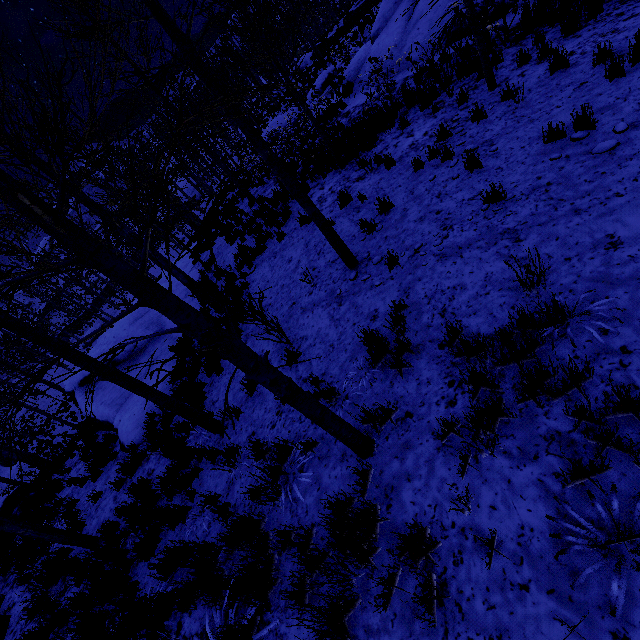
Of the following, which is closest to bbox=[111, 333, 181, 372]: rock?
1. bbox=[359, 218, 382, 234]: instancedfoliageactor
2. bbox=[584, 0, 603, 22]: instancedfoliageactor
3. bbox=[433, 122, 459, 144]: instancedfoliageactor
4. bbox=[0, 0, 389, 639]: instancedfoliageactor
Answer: bbox=[0, 0, 389, 639]: instancedfoliageactor

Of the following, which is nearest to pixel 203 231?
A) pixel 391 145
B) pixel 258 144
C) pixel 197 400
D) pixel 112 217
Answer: pixel 112 217

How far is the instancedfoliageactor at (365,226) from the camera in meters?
6.8 m

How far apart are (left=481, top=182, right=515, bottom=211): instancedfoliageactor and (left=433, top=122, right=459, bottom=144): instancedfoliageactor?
2.9m

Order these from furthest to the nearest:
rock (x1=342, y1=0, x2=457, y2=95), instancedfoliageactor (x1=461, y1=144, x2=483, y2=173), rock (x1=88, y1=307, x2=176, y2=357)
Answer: rock (x1=88, y1=307, x2=176, y2=357)
rock (x1=342, y1=0, x2=457, y2=95)
instancedfoliageactor (x1=461, y1=144, x2=483, y2=173)

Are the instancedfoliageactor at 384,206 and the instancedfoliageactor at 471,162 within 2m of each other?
yes

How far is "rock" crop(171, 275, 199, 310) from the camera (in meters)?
12.82

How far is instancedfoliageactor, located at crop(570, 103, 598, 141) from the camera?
4.7 meters
